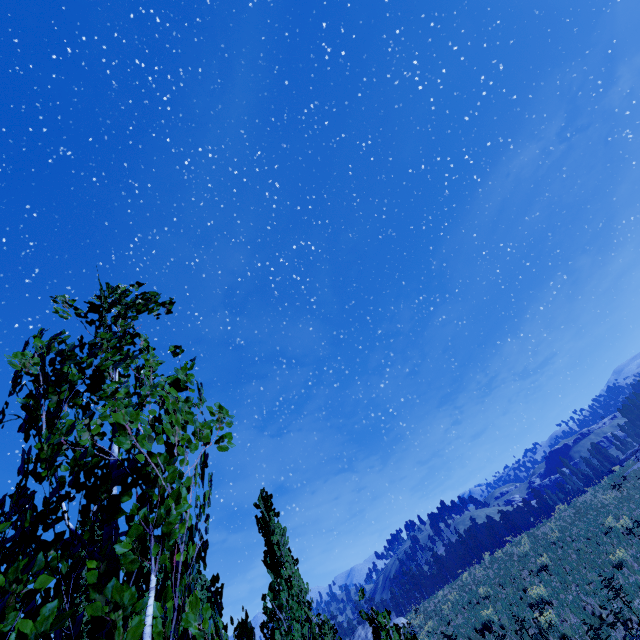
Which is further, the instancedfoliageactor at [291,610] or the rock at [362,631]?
the rock at [362,631]

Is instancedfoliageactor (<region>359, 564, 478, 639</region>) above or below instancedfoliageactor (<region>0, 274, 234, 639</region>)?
below

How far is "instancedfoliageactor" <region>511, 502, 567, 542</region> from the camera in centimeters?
2954cm

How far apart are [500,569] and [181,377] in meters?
31.9 m

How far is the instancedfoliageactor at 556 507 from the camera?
29.5m

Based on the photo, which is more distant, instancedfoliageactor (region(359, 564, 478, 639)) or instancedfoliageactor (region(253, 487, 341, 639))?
instancedfoliageactor (region(253, 487, 341, 639))

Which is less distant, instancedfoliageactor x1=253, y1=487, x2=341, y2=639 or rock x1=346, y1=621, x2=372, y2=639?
instancedfoliageactor x1=253, y1=487, x2=341, y2=639
